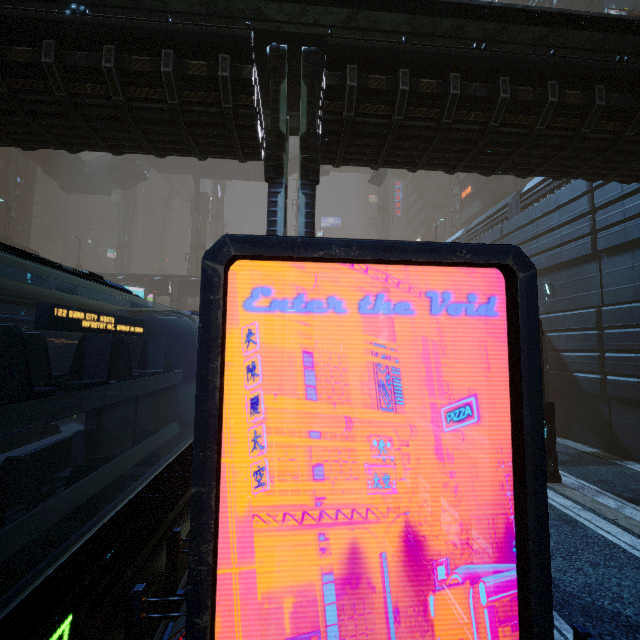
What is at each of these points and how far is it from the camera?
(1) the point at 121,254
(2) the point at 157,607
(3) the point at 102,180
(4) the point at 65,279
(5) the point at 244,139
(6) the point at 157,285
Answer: (1) sm, 56.56m
(2) train rail, 6.00m
(3) stairs, 43.53m
(4) train, 4.34m
(5) building, 9.34m
(6) building, 36.47m

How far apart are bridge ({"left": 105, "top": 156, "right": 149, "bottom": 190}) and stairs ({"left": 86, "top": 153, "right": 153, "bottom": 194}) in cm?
1

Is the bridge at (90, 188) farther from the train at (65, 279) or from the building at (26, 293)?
the train at (65, 279)

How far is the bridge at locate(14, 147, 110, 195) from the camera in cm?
3725

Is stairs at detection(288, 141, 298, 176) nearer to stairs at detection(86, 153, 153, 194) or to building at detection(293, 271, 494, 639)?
building at detection(293, 271, 494, 639)

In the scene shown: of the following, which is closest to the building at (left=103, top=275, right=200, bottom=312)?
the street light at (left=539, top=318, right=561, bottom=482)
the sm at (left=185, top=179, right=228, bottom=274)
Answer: the sm at (left=185, top=179, right=228, bottom=274)

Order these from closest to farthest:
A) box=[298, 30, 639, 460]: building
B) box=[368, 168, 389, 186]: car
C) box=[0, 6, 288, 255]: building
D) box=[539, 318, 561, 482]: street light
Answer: box=[0, 6, 288, 255]: building
box=[298, 30, 639, 460]: building
box=[539, 318, 561, 482]: street light
box=[368, 168, 389, 186]: car

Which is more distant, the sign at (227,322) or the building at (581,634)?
the building at (581,634)
